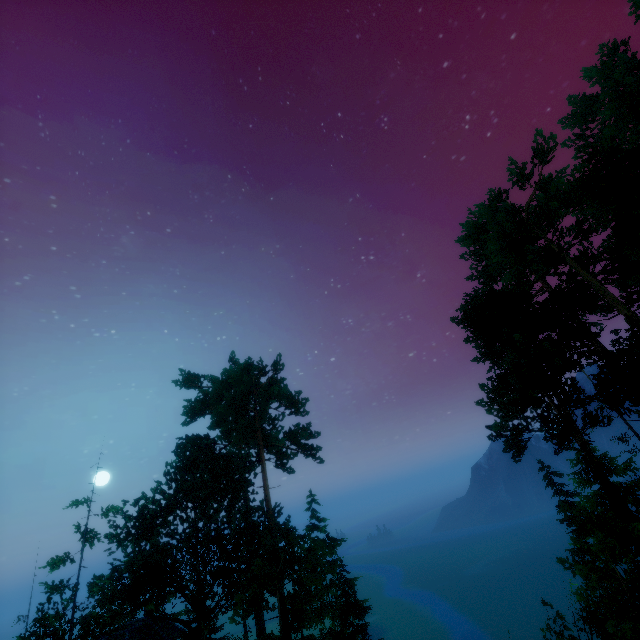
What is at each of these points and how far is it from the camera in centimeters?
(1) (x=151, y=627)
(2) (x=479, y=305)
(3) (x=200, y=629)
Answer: (1) building, 2188cm
(2) tree, 1980cm
(3) tree, 2220cm

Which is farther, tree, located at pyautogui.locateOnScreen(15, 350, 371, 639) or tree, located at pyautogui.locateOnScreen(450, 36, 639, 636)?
tree, located at pyautogui.locateOnScreen(15, 350, 371, 639)

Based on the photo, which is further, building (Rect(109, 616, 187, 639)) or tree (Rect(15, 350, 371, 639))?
building (Rect(109, 616, 187, 639))

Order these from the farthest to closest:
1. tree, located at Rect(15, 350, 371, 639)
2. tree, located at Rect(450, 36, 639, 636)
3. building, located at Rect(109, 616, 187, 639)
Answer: building, located at Rect(109, 616, 187, 639), tree, located at Rect(15, 350, 371, 639), tree, located at Rect(450, 36, 639, 636)

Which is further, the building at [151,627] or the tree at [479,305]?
the building at [151,627]

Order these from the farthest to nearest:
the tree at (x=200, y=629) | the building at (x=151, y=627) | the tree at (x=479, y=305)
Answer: the building at (x=151, y=627) → the tree at (x=200, y=629) → the tree at (x=479, y=305)
